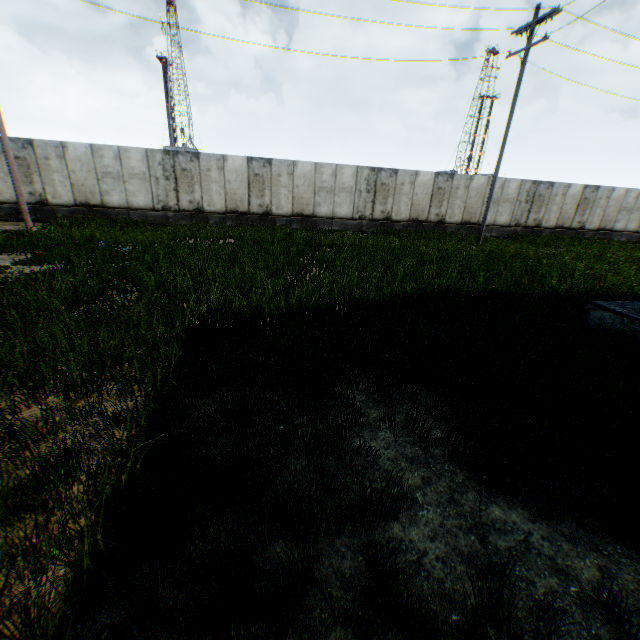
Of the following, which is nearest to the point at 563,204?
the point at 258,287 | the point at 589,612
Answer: the point at 258,287
